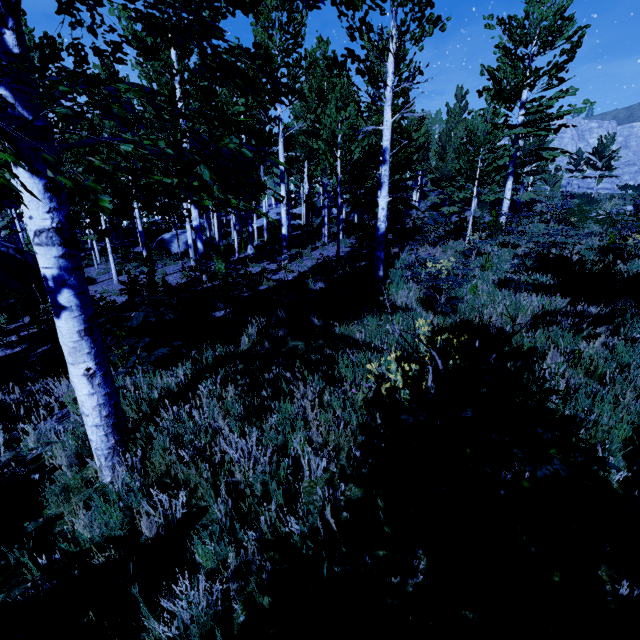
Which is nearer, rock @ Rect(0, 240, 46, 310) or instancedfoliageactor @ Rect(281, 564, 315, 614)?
instancedfoliageactor @ Rect(281, 564, 315, 614)

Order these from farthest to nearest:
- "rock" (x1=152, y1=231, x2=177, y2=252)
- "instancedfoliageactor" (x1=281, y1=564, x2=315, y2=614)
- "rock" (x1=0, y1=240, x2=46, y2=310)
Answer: "rock" (x1=152, y1=231, x2=177, y2=252), "rock" (x1=0, y1=240, x2=46, y2=310), "instancedfoliageactor" (x1=281, y1=564, x2=315, y2=614)

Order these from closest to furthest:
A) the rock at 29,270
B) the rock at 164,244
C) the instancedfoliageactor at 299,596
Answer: the instancedfoliageactor at 299,596 < the rock at 29,270 < the rock at 164,244

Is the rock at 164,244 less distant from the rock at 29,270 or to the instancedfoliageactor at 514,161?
the instancedfoliageactor at 514,161

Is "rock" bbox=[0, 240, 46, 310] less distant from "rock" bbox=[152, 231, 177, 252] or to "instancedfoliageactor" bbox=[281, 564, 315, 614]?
"instancedfoliageactor" bbox=[281, 564, 315, 614]

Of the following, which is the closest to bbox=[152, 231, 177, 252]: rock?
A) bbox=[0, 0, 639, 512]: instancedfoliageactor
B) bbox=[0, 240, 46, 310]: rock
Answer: bbox=[0, 0, 639, 512]: instancedfoliageactor

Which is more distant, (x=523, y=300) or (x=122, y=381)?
(x=523, y=300)
